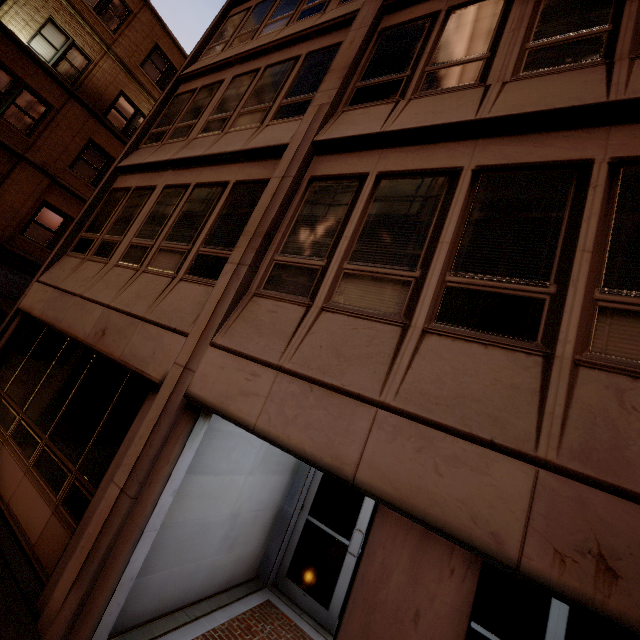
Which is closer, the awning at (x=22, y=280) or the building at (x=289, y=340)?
the building at (x=289, y=340)

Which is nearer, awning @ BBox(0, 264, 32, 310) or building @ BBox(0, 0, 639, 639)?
building @ BBox(0, 0, 639, 639)

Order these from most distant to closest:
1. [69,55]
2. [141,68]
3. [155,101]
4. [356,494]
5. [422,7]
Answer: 1. [155,101]
2. [141,68]
3. [69,55]
4. [356,494]
5. [422,7]
